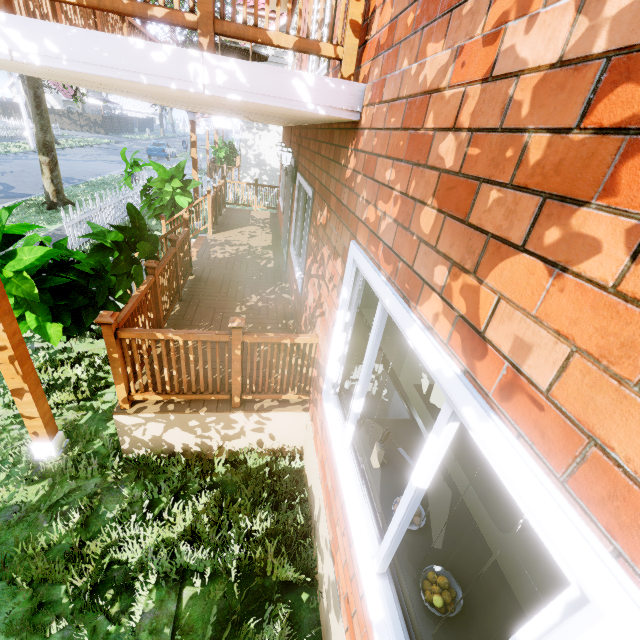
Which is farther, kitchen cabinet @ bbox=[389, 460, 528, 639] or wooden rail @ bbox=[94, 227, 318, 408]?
wooden rail @ bbox=[94, 227, 318, 408]

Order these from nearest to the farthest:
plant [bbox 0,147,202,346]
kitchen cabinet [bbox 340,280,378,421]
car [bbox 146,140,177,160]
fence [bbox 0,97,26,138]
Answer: kitchen cabinet [bbox 340,280,378,421] → plant [bbox 0,147,202,346] → fence [bbox 0,97,26,138] → car [bbox 146,140,177,160]

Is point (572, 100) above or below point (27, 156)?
above

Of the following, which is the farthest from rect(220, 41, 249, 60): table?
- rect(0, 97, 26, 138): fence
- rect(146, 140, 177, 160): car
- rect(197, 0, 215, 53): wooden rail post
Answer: rect(146, 140, 177, 160): car

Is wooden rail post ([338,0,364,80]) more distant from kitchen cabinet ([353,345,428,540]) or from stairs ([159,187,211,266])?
stairs ([159,187,211,266])

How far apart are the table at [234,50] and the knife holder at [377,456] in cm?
606

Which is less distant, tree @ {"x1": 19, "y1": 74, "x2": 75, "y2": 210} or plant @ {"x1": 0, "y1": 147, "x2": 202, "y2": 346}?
plant @ {"x1": 0, "y1": 147, "x2": 202, "y2": 346}

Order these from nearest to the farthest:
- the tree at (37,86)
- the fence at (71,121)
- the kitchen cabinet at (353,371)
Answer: the kitchen cabinet at (353,371), the tree at (37,86), the fence at (71,121)
